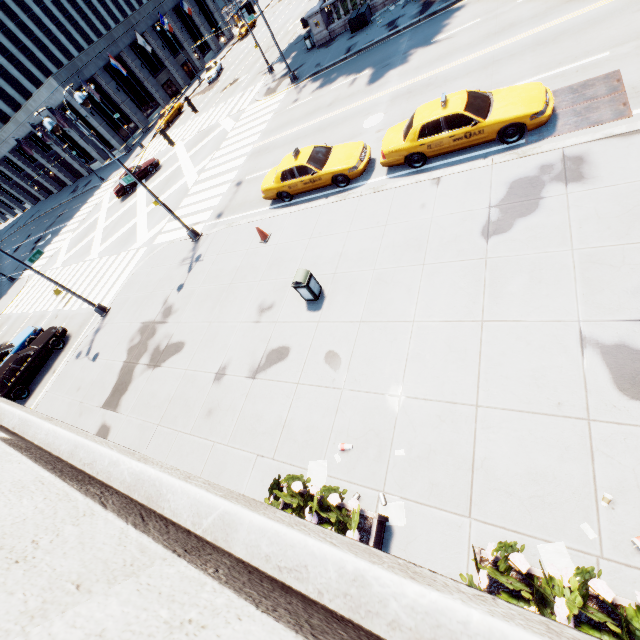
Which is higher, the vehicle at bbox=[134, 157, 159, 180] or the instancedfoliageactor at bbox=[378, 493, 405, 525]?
the vehicle at bbox=[134, 157, 159, 180]

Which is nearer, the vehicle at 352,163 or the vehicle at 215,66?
the vehicle at 352,163

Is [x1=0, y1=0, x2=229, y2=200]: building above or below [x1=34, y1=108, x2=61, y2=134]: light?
below

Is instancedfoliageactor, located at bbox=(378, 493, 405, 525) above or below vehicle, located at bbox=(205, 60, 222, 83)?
below

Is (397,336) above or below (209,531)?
below

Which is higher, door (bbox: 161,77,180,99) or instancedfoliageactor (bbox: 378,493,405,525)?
door (bbox: 161,77,180,99)

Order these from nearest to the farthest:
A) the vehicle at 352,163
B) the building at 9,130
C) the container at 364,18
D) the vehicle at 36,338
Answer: the vehicle at 352,163 → the vehicle at 36,338 → the container at 364,18 → the building at 9,130

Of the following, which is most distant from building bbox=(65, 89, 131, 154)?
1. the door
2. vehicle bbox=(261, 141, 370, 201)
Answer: vehicle bbox=(261, 141, 370, 201)
